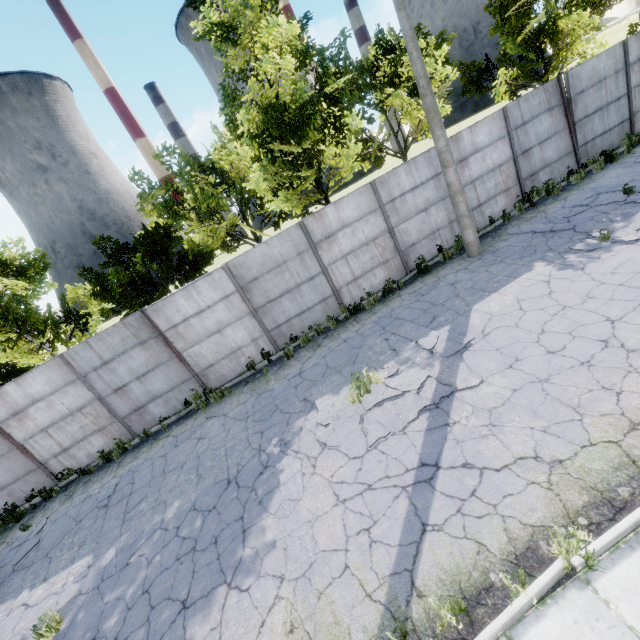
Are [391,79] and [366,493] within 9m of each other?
no

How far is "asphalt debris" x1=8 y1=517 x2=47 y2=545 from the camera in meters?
9.0

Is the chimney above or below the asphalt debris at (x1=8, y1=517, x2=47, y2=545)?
above

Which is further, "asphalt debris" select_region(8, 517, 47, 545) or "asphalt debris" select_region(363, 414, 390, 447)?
"asphalt debris" select_region(8, 517, 47, 545)

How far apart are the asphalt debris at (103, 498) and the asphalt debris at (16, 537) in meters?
1.6

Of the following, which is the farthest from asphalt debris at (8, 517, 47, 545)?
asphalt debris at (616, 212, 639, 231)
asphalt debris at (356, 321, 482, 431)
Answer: asphalt debris at (616, 212, 639, 231)

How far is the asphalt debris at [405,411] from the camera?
6.4m

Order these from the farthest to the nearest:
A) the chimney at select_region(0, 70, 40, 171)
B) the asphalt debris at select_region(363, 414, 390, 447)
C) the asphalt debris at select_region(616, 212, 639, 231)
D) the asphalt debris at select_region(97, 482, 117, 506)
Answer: the chimney at select_region(0, 70, 40, 171)
the asphalt debris at select_region(97, 482, 117, 506)
the asphalt debris at select_region(616, 212, 639, 231)
the asphalt debris at select_region(363, 414, 390, 447)
